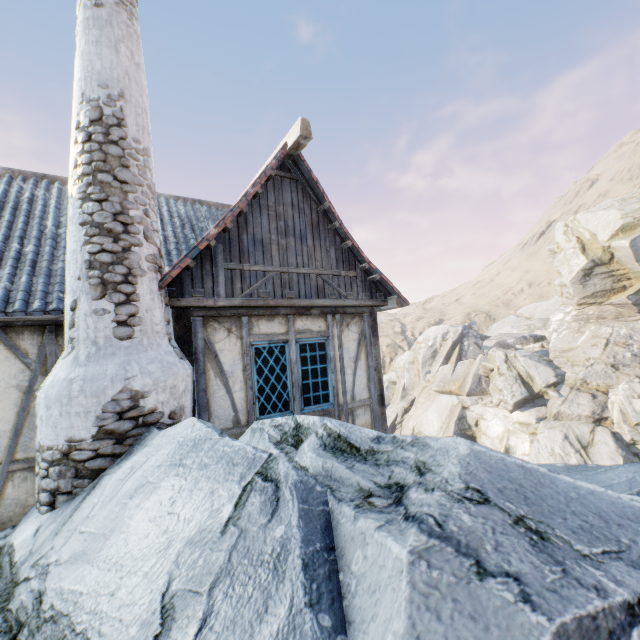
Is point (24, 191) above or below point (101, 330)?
above

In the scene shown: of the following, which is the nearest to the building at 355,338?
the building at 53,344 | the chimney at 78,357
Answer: the chimney at 78,357

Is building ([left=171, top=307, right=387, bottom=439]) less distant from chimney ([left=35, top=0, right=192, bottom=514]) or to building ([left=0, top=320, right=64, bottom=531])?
chimney ([left=35, top=0, right=192, bottom=514])

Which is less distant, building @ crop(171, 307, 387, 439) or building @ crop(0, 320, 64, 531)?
building @ crop(0, 320, 64, 531)

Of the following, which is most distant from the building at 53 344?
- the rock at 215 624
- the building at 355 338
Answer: the building at 355 338

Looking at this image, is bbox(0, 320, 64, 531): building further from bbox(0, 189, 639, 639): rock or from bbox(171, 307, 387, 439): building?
bbox(171, 307, 387, 439): building

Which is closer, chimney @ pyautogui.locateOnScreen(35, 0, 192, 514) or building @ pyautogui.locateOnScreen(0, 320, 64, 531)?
chimney @ pyautogui.locateOnScreen(35, 0, 192, 514)
